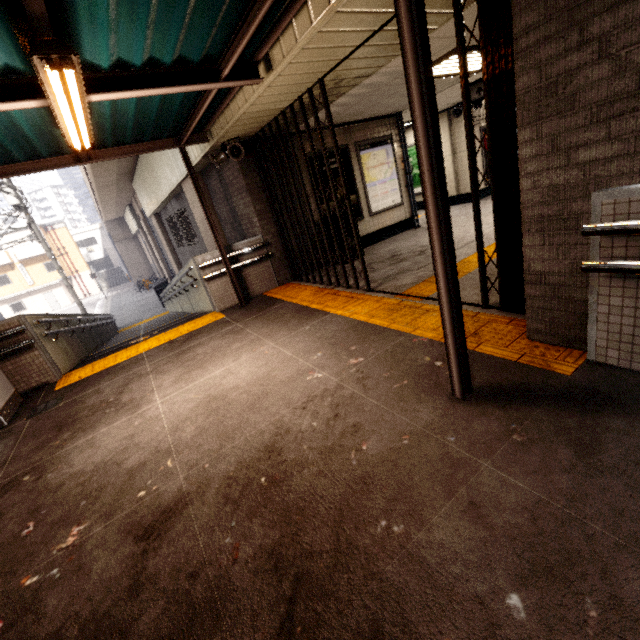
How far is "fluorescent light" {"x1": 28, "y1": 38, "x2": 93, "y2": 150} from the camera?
2.0m

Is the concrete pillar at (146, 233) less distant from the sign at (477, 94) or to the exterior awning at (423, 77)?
the exterior awning at (423, 77)

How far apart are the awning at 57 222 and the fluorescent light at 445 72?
46.5m

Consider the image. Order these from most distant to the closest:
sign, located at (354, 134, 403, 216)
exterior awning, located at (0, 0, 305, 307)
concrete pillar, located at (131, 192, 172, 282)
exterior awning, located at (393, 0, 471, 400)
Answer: concrete pillar, located at (131, 192, 172, 282) < sign, located at (354, 134, 403, 216) < exterior awning, located at (0, 0, 305, 307) < exterior awning, located at (393, 0, 471, 400)

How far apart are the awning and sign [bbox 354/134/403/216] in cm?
4432

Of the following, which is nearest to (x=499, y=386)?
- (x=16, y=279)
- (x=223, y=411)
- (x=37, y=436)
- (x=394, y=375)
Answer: (x=394, y=375)

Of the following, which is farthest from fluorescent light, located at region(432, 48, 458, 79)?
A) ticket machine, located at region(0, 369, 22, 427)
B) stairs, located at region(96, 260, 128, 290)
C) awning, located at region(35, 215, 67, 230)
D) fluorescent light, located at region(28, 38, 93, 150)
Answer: stairs, located at region(96, 260, 128, 290)

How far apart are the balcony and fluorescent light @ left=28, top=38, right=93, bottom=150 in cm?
4166
